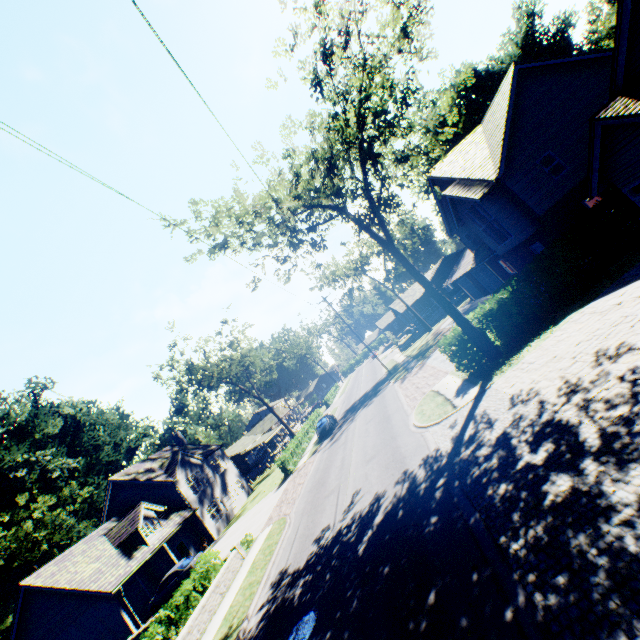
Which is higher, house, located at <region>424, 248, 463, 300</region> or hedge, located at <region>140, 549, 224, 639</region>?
house, located at <region>424, 248, 463, 300</region>

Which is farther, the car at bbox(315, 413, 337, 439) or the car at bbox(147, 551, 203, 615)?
the car at bbox(315, 413, 337, 439)

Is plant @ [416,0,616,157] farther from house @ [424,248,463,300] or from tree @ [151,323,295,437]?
house @ [424,248,463,300]

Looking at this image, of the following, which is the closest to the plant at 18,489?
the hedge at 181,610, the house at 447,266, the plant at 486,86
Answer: the hedge at 181,610

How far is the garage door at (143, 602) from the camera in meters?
23.7

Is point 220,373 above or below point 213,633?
above

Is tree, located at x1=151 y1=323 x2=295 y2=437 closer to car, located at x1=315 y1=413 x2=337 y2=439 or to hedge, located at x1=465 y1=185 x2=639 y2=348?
hedge, located at x1=465 y1=185 x2=639 y2=348

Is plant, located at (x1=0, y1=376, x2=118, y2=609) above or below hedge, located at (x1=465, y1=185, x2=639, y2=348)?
above
